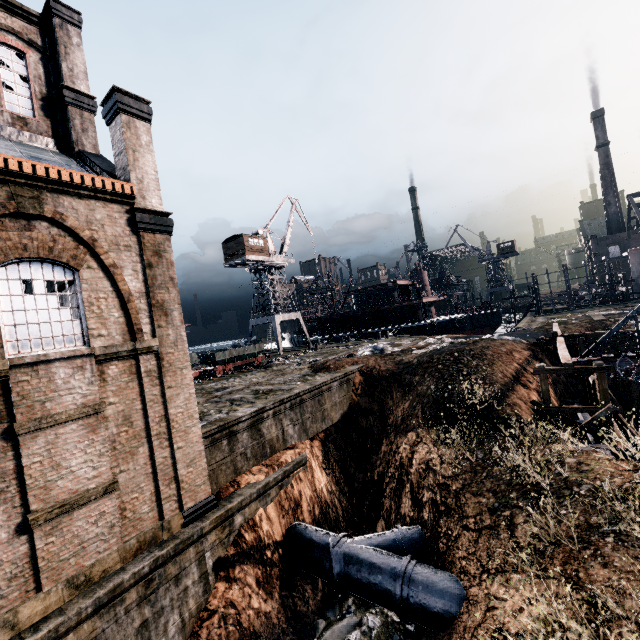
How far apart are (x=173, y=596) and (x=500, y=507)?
11.5m

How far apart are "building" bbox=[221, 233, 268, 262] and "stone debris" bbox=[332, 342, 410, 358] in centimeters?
2326cm

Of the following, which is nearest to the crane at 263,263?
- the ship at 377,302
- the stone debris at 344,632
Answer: the ship at 377,302

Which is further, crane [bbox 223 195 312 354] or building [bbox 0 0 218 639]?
crane [bbox 223 195 312 354]

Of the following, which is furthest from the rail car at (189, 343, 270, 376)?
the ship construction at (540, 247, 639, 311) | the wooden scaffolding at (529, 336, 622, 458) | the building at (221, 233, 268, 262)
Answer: the ship construction at (540, 247, 639, 311)

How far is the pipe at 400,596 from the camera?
10.1 meters

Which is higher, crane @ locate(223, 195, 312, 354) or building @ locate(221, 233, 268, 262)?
building @ locate(221, 233, 268, 262)

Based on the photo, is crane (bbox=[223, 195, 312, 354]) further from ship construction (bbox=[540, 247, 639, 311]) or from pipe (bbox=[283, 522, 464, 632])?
ship construction (bbox=[540, 247, 639, 311])
